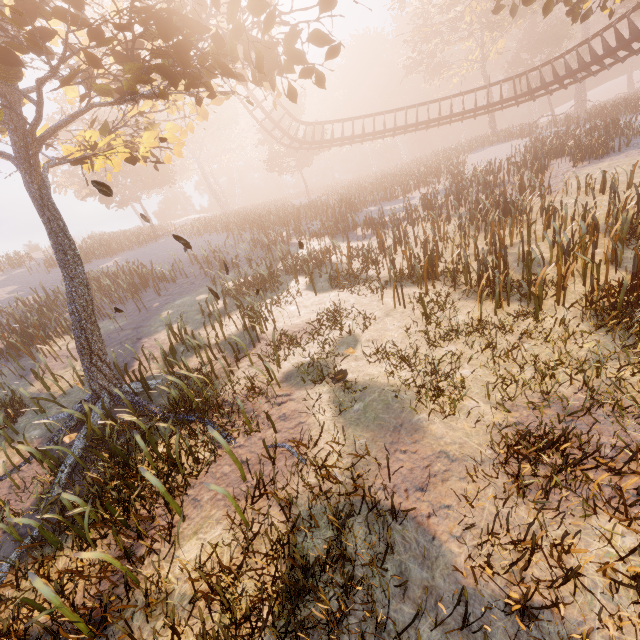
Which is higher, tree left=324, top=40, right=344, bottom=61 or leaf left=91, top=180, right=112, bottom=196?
tree left=324, top=40, right=344, bottom=61

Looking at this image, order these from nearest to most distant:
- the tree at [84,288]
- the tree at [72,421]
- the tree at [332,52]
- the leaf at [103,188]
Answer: the tree at [84,288] → the leaf at [103,188] → the tree at [332,52] → the tree at [72,421]

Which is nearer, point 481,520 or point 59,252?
point 481,520

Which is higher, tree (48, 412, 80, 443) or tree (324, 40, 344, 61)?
tree (324, 40, 344, 61)

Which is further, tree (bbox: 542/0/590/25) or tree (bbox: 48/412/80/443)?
tree (bbox: 542/0/590/25)

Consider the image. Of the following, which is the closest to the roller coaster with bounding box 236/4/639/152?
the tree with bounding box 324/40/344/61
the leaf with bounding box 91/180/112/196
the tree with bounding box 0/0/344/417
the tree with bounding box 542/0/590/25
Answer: the tree with bounding box 542/0/590/25

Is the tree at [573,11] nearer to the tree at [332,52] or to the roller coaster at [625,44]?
the roller coaster at [625,44]

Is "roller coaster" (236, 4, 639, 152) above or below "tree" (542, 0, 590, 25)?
below
